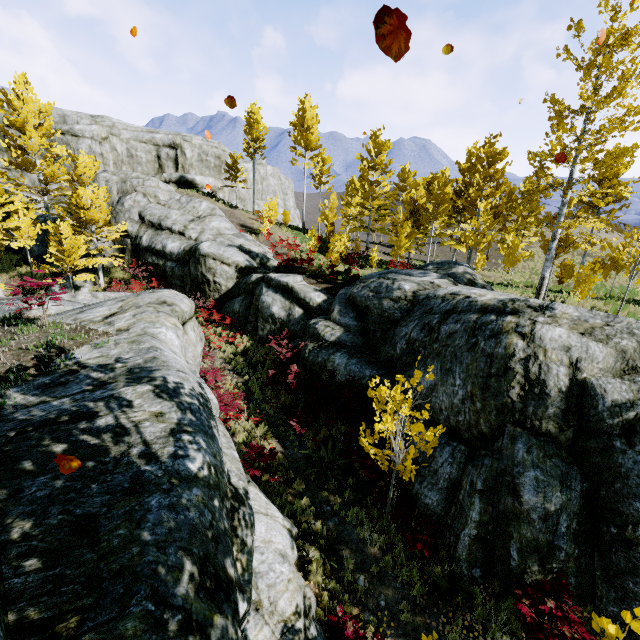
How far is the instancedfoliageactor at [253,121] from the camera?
28.36m

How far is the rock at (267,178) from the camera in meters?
45.9 m

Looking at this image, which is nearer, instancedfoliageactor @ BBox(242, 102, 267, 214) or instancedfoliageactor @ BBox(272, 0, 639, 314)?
instancedfoliageactor @ BBox(272, 0, 639, 314)

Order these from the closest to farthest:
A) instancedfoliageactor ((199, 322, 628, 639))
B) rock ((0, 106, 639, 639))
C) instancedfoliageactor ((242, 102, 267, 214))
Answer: rock ((0, 106, 639, 639)) < instancedfoliageactor ((199, 322, 628, 639)) < instancedfoliageactor ((242, 102, 267, 214))

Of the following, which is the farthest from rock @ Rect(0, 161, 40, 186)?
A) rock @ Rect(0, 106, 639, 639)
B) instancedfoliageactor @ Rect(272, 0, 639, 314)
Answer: rock @ Rect(0, 106, 639, 639)

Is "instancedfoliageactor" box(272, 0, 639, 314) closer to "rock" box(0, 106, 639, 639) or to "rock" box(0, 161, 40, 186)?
"rock" box(0, 106, 639, 639)

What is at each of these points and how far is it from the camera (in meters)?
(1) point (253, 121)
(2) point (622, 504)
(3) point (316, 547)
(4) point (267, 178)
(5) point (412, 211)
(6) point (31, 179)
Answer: (1) instancedfoliageactor, 28.50
(2) rock, 5.71
(3) instancedfoliageactor, 7.14
(4) rock, 51.50
(5) instancedfoliageactor, 25.66
(6) rock, 30.97
